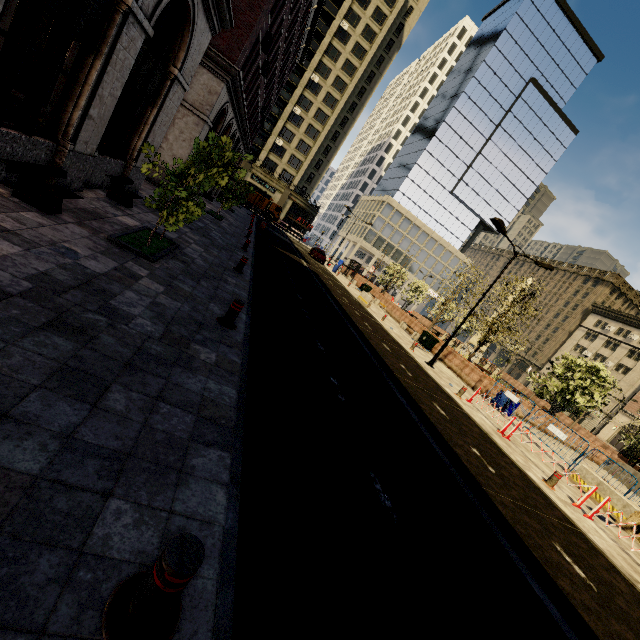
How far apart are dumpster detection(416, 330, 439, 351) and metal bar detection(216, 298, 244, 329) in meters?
19.8

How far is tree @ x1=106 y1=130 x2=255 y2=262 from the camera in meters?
7.0

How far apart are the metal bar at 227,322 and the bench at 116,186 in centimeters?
552cm

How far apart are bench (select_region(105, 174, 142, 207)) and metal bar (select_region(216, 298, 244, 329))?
5.52m

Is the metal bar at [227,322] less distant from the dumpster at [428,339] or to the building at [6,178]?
the building at [6,178]

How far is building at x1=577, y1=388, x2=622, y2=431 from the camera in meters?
54.0 m

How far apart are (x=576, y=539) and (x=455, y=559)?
5.84m

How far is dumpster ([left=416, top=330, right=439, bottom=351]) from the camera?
23.94m
